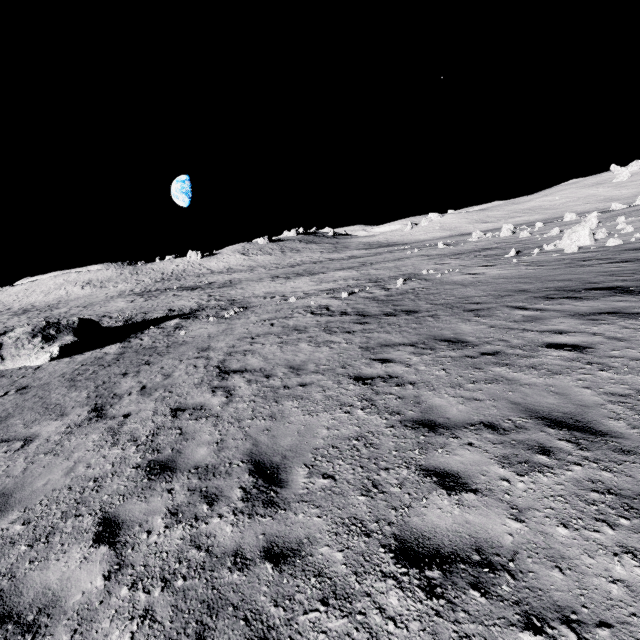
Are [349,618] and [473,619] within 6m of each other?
yes
